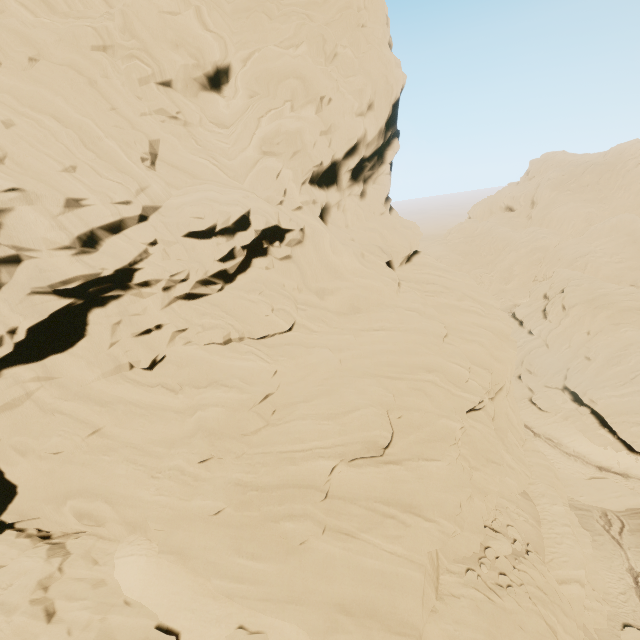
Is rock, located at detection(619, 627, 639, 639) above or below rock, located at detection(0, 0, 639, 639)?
below

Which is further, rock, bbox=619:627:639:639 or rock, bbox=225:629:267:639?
rock, bbox=619:627:639:639

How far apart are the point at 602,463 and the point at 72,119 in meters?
49.8

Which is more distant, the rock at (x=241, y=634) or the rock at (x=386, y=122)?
the rock at (x=386, y=122)

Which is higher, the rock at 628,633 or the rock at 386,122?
the rock at 386,122

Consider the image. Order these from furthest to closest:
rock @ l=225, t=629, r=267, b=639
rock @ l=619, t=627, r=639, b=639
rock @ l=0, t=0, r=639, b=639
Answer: rock @ l=619, t=627, r=639, b=639 < rock @ l=0, t=0, r=639, b=639 < rock @ l=225, t=629, r=267, b=639
